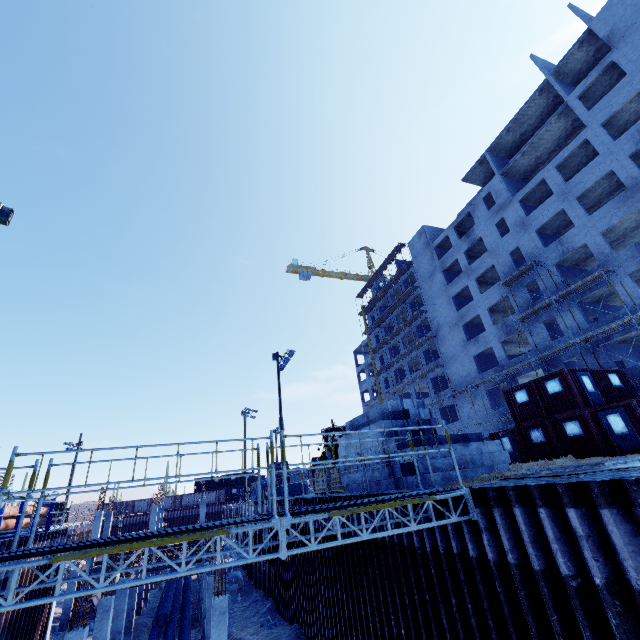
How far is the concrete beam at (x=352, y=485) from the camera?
12.5m

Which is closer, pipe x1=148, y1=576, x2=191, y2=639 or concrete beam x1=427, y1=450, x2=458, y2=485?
concrete beam x1=427, y1=450, x2=458, y2=485

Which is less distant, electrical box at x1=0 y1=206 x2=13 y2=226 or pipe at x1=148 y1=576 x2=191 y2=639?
electrical box at x1=0 y1=206 x2=13 y2=226

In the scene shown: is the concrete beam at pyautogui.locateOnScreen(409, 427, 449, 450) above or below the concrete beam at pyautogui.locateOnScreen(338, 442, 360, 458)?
below

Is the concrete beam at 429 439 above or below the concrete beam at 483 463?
above

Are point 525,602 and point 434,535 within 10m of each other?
yes

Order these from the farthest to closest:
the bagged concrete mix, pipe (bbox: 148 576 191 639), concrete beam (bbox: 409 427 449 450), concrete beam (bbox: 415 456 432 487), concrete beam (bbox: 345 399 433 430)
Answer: pipe (bbox: 148 576 191 639) → the bagged concrete mix → concrete beam (bbox: 345 399 433 430) → concrete beam (bbox: 409 427 449 450) → concrete beam (bbox: 415 456 432 487)

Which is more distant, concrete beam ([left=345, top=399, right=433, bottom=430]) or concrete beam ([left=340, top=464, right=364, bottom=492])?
concrete beam ([left=340, top=464, right=364, bottom=492])
